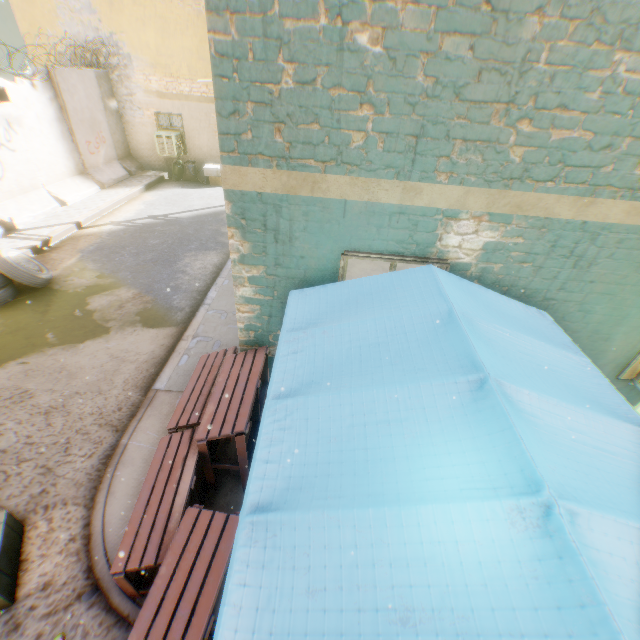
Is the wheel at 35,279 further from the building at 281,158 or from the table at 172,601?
the table at 172,601

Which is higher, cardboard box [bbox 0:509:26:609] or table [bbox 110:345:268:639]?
table [bbox 110:345:268:639]

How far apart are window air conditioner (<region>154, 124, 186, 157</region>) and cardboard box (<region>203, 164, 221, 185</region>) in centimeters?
113cm

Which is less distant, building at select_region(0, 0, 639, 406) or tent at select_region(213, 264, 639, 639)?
tent at select_region(213, 264, 639, 639)

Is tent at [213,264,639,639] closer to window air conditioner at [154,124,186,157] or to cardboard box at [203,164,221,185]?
cardboard box at [203,164,221,185]

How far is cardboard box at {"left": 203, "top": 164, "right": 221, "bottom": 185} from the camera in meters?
13.4 m

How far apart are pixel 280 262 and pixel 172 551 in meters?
2.6

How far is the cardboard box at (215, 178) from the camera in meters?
13.4 m
